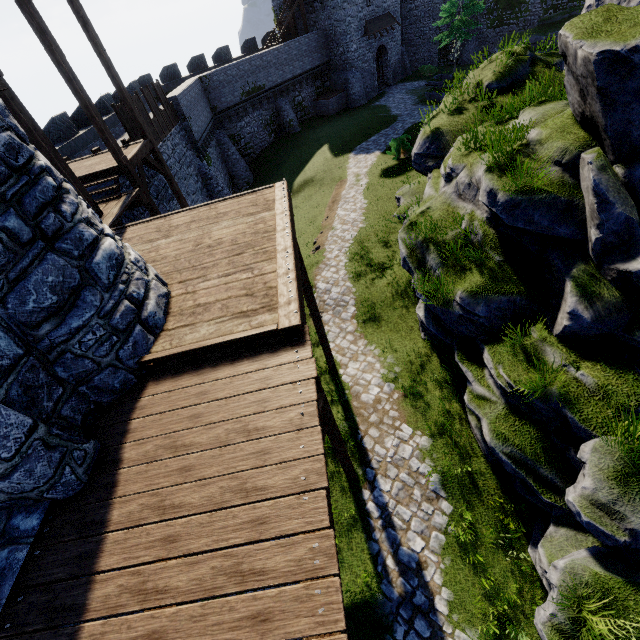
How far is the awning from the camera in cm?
3241

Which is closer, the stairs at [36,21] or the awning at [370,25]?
the stairs at [36,21]

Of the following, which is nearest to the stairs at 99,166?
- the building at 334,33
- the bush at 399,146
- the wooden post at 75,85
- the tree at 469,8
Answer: the wooden post at 75,85

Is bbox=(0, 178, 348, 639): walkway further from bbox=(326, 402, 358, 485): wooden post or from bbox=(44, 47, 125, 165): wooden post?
bbox=(44, 47, 125, 165): wooden post

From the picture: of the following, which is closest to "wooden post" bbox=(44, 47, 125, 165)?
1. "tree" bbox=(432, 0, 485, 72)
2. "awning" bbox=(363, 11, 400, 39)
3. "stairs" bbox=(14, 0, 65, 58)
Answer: "stairs" bbox=(14, 0, 65, 58)

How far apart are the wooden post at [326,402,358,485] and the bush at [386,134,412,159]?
19.7 meters

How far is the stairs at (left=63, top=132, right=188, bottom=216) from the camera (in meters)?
10.64

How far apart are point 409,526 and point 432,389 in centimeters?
355cm
